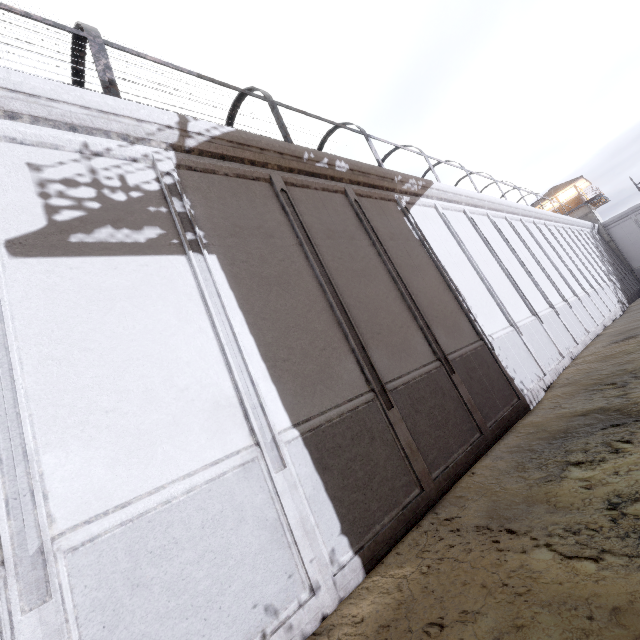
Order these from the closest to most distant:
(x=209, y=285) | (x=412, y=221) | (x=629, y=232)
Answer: (x=209, y=285)
(x=412, y=221)
(x=629, y=232)

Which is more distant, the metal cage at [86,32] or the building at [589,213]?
the building at [589,213]

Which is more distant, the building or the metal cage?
the building
